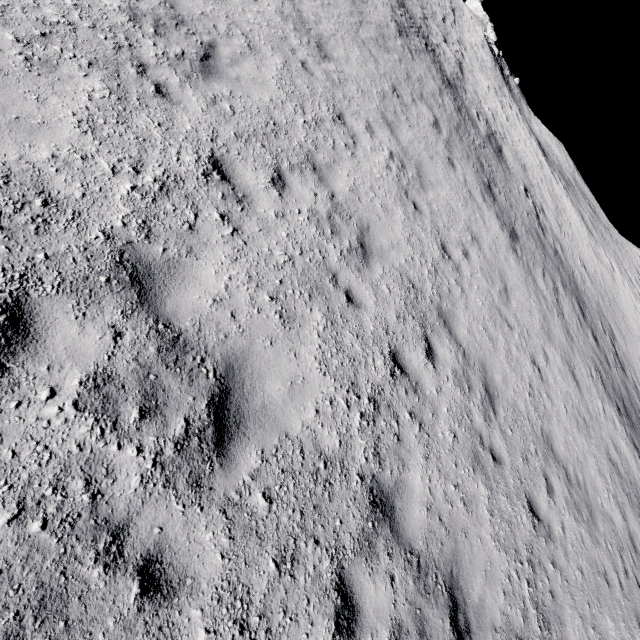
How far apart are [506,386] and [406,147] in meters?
6.9 m
